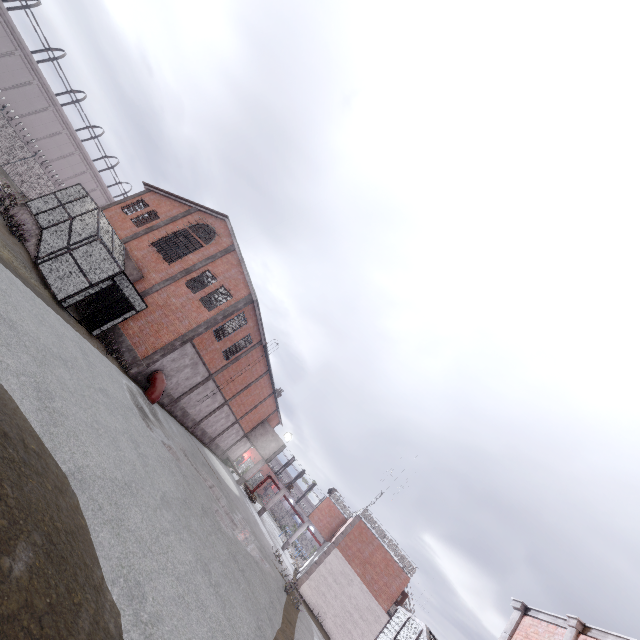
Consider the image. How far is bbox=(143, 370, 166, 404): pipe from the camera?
19.62m

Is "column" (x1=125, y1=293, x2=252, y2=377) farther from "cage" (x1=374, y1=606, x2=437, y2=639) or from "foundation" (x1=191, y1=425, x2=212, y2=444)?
"cage" (x1=374, y1=606, x2=437, y2=639)

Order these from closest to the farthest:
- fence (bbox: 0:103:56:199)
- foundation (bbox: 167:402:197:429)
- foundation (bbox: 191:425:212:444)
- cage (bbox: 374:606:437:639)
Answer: cage (bbox: 374:606:437:639), foundation (bbox: 167:402:197:429), fence (bbox: 0:103:56:199), foundation (bbox: 191:425:212:444)

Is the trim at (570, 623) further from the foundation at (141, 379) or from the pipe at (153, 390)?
the foundation at (141, 379)

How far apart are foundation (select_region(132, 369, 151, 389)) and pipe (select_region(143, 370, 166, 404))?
0.1m

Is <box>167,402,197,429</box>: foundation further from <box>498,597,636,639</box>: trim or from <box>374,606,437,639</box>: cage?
<box>498,597,636,639</box>: trim

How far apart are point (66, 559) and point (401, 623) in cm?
1081

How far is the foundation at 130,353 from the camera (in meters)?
19.61
